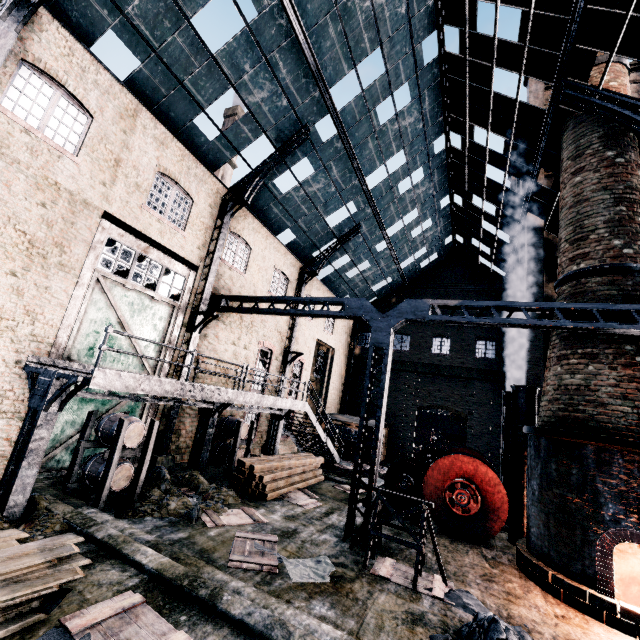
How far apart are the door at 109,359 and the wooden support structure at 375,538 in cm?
957

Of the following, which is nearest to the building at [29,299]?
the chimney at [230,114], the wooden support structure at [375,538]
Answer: the chimney at [230,114]

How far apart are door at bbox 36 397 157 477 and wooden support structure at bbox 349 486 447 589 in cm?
889

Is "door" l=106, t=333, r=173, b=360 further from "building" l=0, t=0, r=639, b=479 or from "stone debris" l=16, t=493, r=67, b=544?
"stone debris" l=16, t=493, r=67, b=544

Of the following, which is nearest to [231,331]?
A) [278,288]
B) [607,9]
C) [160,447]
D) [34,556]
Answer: [278,288]

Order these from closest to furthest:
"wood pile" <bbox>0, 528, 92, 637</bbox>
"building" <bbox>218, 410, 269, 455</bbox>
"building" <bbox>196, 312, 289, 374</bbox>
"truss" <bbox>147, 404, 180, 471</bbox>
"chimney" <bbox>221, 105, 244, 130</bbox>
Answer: "wood pile" <bbox>0, 528, 92, 637</bbox> < "truss" <bbox>147, 404, 180, 471</bbox> < "building" <bbox>196, 312, 289, 374</bbox> < "building" <bbox>218, 410, 269, 455</bbox> < "chimney" <bbox>221, 105, 244, 130</bbox>

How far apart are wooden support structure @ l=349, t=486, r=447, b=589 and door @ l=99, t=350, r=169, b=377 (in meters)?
9.57

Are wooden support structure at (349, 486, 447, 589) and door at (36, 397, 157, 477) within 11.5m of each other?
yes
